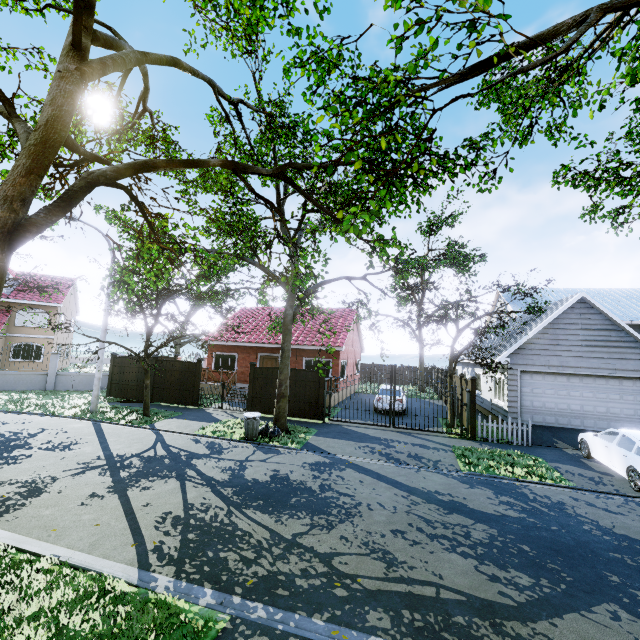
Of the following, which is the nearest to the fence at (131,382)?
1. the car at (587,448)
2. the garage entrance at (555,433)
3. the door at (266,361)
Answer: the garage entrance at (555,433)

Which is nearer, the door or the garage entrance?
the garage entrance

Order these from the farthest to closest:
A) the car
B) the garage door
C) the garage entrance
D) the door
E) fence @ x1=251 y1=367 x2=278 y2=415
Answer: the door
fence @ x1=251 y1=367 x2=278 y2=415
the garage door
the garage entrance
the car

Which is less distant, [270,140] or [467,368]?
[270,140]

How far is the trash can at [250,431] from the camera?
12.1 meters

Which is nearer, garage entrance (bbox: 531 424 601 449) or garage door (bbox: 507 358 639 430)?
garage entrance (bbox: 531 424 601 449)

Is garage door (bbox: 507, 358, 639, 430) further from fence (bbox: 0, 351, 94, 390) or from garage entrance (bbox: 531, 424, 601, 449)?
fence (bbox: 0, 351, 94, 390)

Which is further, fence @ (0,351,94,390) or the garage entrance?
fence @ (0,351,94,390)
